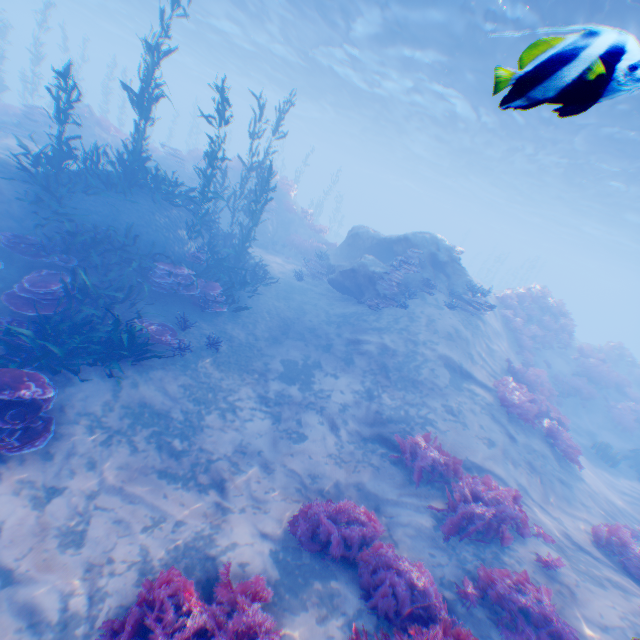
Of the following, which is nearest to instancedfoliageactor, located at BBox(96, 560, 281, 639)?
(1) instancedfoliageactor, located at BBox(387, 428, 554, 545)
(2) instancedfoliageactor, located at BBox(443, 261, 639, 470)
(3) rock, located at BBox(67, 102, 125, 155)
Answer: (1) instancedfoliageactor, located at BBox(387, 428, 554, 545)

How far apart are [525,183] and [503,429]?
29.88m

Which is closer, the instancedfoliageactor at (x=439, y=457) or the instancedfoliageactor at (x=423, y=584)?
the instancedfoliageactor at (x=423, y=584)

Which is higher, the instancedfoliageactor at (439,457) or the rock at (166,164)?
the rock at (166,164)

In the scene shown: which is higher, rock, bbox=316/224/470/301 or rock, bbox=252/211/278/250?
rock, bbox=316/224/470/301

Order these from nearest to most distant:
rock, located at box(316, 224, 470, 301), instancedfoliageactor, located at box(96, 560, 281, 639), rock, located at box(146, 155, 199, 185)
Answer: instancedfoliageactor, located at box(96, 560, 281, 639), rock, located at box(316, 224, 470, 301), rock, located at box(146, 155, 199, 185)

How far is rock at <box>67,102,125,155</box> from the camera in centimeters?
1756cm

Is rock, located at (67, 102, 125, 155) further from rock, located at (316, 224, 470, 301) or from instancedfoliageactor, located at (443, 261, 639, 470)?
instancedfoliageactor, located at (443, 261, 639, 470)
